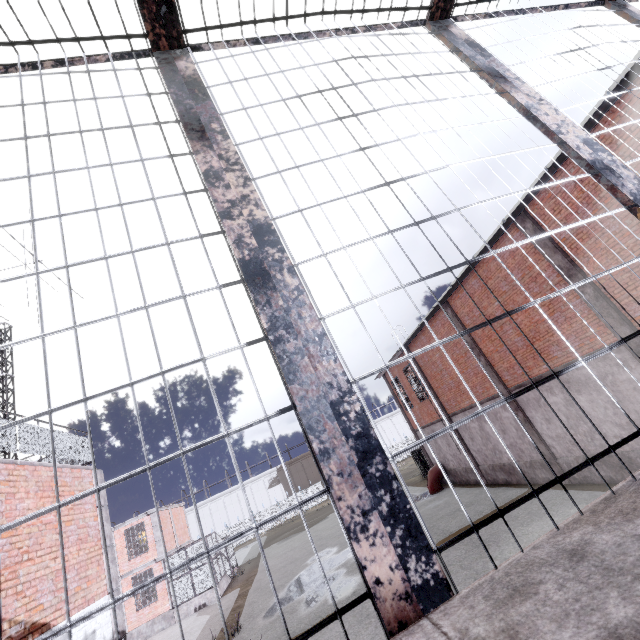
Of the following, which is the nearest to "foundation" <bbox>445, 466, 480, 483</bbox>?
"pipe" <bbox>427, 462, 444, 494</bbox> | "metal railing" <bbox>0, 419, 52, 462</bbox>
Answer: "pipe" <bbox>427, 462, 444, 494</bbox>

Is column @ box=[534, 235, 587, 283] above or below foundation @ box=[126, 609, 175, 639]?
above

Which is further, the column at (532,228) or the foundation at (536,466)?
the foundation at (536,466)

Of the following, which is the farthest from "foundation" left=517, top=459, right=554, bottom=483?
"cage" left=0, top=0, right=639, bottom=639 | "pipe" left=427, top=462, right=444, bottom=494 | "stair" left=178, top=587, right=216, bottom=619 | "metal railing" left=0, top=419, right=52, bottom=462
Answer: "stair" left=178, top=587, right=216, bottom=619

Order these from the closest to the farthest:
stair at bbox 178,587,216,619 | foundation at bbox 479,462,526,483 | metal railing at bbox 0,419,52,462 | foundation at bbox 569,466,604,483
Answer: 1. metal railing at bbox 0,419,52,462
2. foundation at bbox 569,466,604,483
3. foundation at bbox 479,462,526,483
4. stair at bbox 178,587,216,619

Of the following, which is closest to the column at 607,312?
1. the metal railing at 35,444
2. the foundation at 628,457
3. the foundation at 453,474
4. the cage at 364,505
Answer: the foundation at 628,457

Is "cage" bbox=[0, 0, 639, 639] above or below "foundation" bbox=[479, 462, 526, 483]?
above

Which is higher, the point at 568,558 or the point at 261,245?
the point at 261,245
